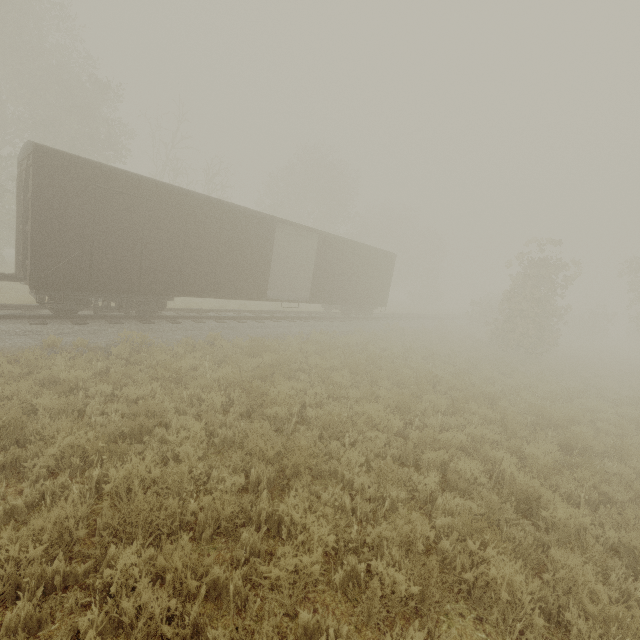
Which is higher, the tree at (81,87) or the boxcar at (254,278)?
the tree at (81,87)

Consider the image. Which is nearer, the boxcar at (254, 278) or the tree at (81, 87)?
the boxcar at (254, 278)

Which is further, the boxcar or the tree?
the tree

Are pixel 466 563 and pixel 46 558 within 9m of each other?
yes

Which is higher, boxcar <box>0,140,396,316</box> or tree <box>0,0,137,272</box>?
tree <box>0,0,137,272</box>
